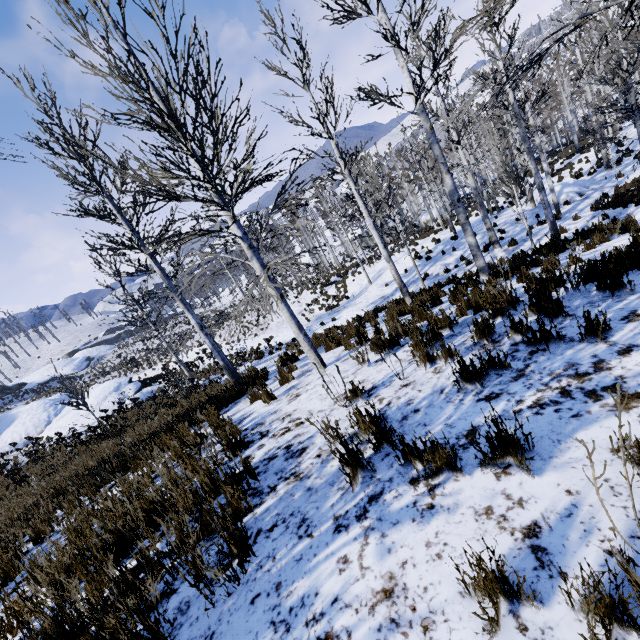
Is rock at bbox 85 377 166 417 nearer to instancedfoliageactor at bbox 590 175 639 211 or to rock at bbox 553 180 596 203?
instancedfoliageactor at bbox 590 175 639 211

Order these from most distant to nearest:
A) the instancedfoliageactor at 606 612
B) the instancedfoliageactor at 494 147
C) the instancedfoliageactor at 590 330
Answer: the instancedfoliageactor at 494 147 < the instancedfoliageactor at 590 330 < the instancedfoliageactor at 606 612

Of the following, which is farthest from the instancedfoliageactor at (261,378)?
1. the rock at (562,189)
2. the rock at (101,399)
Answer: the rock at (101,399)

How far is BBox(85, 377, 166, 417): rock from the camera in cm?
2084

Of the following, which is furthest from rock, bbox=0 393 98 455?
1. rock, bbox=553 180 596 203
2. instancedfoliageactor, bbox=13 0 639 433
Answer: rock, bbox=553 180 596 203

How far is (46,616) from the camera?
2.2m
